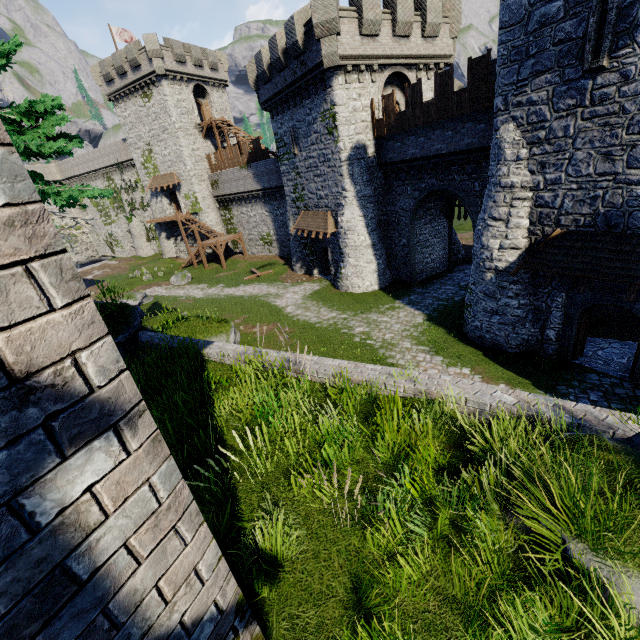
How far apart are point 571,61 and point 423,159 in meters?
9.3

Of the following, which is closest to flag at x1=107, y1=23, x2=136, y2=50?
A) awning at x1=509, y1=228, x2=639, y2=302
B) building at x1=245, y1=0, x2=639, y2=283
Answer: building at x1=245, y1=0, x2=639, y2=283

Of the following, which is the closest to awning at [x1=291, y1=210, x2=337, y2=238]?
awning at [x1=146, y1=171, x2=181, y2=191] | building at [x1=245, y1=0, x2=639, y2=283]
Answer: building at [x1=245, y1=0, x2=639, y2=283]

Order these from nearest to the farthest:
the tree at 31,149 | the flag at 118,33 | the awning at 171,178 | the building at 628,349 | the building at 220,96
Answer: the tree at 31,149
the building at 628,349
the building at 220,96
the flag at 118,33
the awning at 171,178

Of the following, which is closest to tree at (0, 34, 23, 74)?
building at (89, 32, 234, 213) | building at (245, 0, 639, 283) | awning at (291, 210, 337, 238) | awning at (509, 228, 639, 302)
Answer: building at (245, 0, 639, 283)

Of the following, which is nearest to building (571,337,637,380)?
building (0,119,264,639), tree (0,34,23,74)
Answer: building (0,119,264,639)

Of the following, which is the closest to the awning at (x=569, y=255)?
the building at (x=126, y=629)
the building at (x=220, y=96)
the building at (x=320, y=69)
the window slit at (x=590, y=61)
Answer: the building at (x=320, y=69)

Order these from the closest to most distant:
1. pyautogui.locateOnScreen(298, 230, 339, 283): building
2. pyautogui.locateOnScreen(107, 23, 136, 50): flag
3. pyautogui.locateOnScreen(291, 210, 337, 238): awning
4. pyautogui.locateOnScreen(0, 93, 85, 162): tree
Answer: pyautogui.locateOnScreen(0, 93, 85, 162): tree → pyautogui.locateOnScreen(291, 210, 337, 238): awning → pyautogui.locateOnScreen(298, 230, 339, 283): building → pyautogui.locateOnScreen(107, 23, 136, 50): flag
